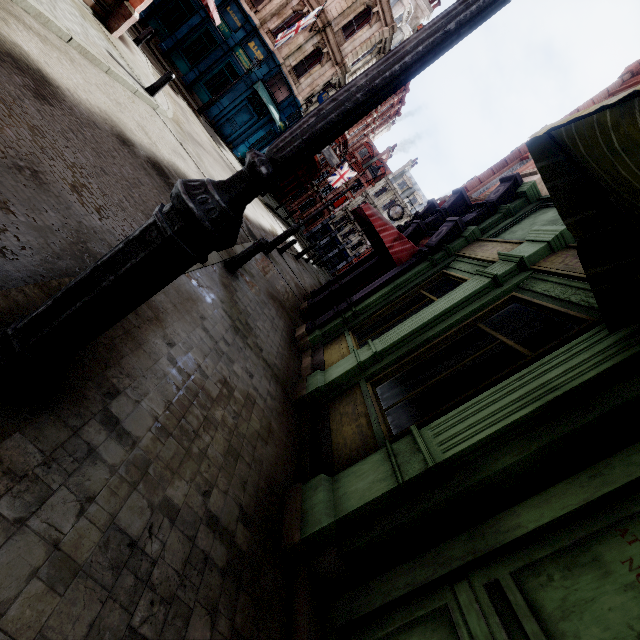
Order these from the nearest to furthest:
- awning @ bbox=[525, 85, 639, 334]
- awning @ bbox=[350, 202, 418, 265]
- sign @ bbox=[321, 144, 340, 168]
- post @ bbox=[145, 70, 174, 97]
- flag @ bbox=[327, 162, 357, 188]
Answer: awning @ bbox=[525, 85, 639, 334] < awning @ bbox=[350, 202, 418, 265] < post @ bbox=[145, 70, 174, 97] < sign @ bbox=[321, 144, 340, 168] < flag @ bbox=[327, 162, 357, 188]

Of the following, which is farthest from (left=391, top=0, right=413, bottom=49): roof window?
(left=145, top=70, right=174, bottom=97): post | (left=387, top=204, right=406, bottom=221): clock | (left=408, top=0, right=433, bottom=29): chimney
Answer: (left=145, top=70, right=174, bottom=97): post

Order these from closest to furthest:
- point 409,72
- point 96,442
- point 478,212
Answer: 1. point 409,72
2. point 96,442
3. point 478,212

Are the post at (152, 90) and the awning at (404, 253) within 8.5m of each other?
yes

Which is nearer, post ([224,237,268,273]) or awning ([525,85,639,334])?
awning ([525,85,639,334])

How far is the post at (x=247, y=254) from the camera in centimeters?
626cm

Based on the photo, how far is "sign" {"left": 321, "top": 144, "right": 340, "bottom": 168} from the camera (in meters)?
30.33

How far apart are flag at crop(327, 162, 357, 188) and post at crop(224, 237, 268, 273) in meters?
34.0 m
